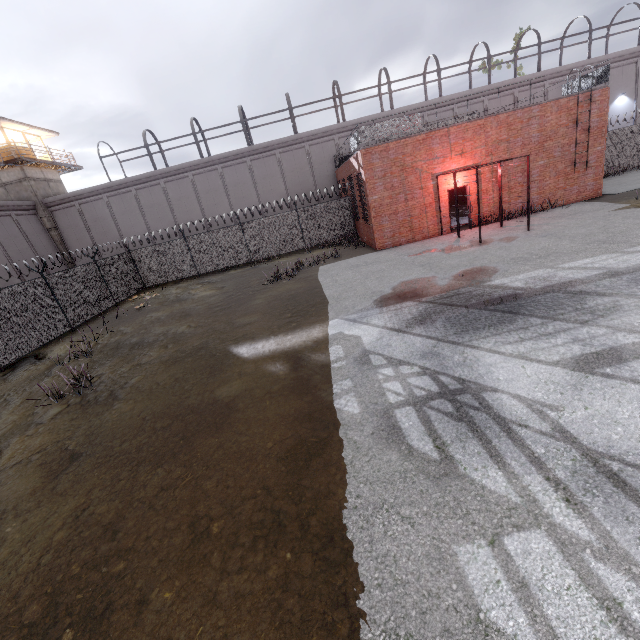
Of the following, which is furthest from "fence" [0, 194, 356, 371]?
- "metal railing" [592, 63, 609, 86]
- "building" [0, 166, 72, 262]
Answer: "building" [0, 166, 72, 262]

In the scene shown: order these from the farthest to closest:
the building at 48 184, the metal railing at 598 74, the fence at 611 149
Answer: the building at 48 184, the fence at 611 149, the metal railing at 598 74

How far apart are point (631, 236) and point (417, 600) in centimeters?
1236cm

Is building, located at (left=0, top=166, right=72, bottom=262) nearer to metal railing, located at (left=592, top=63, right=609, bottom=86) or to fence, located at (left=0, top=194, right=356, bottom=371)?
fence, located at (left=0, top=194, right=356, bottom=371)

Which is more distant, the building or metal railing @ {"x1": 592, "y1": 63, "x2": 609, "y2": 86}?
the building

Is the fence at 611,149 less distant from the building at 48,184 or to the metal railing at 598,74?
the metal railing at 598,74
